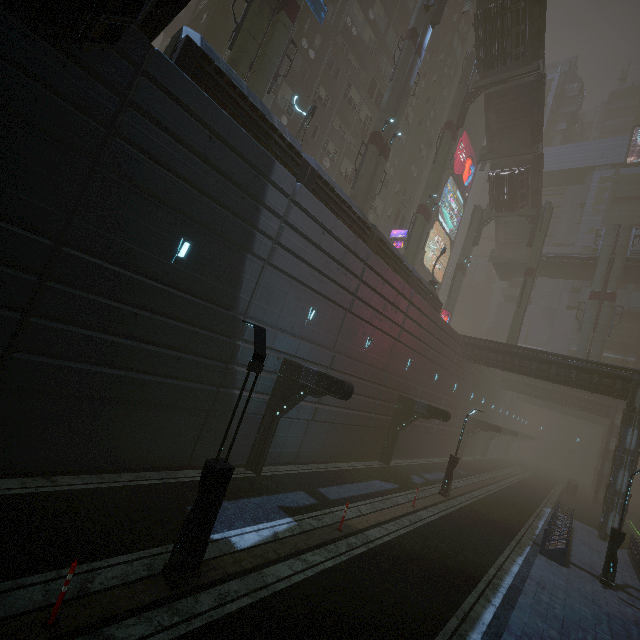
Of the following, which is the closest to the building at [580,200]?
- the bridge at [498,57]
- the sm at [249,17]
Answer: the bridge at [498,57]

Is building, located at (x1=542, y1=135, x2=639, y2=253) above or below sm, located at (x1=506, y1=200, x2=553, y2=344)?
above

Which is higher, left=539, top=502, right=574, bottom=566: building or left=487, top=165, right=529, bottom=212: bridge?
left=487, top=165, right=529, bottom=212: bridge

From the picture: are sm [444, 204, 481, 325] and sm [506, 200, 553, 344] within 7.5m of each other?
yes

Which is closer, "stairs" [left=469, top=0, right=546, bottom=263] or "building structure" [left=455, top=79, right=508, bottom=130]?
"stairs" [left=469, top=0, right=546, bottom=263]

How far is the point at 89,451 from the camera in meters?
9.4 m

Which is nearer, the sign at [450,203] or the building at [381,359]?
the building at [381,359]

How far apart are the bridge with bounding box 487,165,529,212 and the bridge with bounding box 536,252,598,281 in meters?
7.6 m
